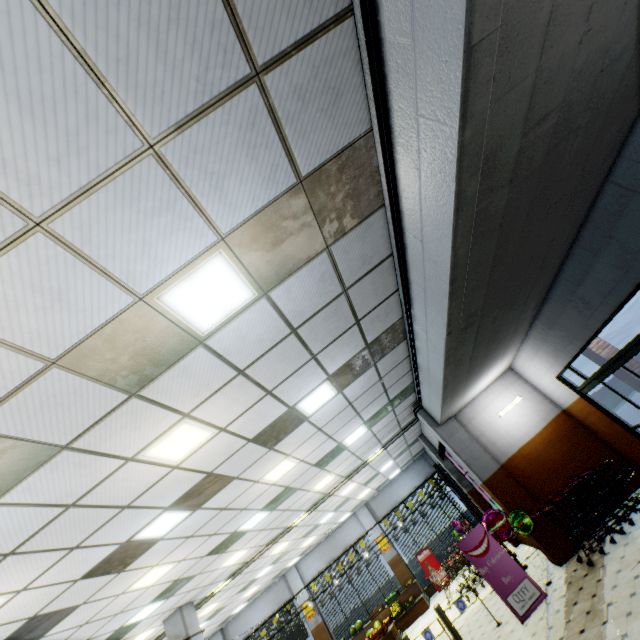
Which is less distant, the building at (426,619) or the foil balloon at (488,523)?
the foil balloon at (488,523)

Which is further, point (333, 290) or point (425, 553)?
point (425, 553)

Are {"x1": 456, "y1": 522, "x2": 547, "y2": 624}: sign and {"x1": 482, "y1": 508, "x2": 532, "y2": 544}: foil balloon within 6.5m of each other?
yes

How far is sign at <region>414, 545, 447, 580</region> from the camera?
15.5 meters

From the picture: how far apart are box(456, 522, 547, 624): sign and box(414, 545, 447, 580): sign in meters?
10.0

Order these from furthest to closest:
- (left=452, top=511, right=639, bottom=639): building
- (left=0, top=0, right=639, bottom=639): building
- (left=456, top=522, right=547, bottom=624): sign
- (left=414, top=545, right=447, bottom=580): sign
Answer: (left=414, top=545, right=447, bottom=580): sign < (left=456, top=522, right=547, bottom=624): sign < (left=452, top=511, right=639, bottom=639): building < (left=0, top=0, right=639, bottom=639): building

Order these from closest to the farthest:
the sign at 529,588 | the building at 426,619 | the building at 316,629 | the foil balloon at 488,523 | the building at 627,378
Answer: the sign at 529,588, the foil balloon at 488,523, the building at 627,378, the building at 426,619, the building at 316,629

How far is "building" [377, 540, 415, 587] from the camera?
16.2 meters
